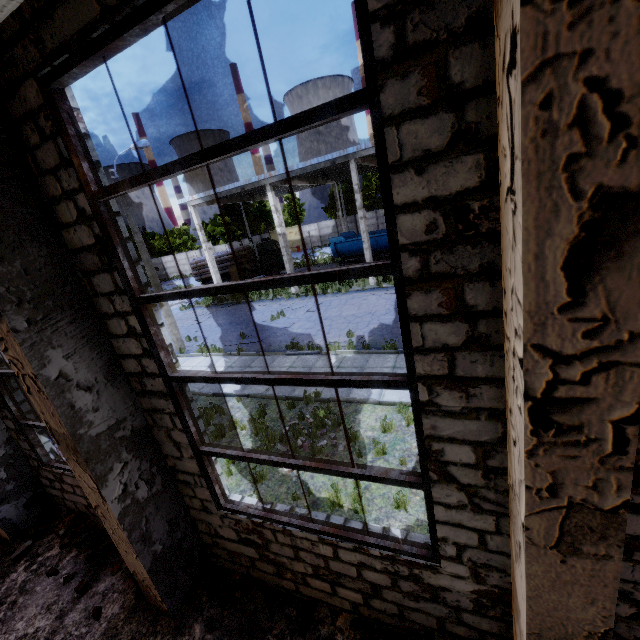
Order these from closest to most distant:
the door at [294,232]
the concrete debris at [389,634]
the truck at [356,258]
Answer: the concrete debris at [389,634]
the truck at [356,258]
the door at [294,232]

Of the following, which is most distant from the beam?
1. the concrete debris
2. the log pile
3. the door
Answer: the door

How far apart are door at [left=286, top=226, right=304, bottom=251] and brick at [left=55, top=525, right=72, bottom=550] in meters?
47.6

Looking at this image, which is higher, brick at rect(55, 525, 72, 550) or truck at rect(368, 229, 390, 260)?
truck at rect(368, 229, 390, 260)

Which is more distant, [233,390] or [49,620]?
[233,390]

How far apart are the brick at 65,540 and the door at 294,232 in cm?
4760

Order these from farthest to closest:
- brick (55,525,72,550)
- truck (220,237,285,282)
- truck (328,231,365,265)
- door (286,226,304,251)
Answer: door (286,226,304,251)
truck (220,237,285,282)
truck (328,231,365,265)
brick (55,525,72,550)

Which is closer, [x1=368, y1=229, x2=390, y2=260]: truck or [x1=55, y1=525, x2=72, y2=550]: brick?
[x1=55, y1=525, x2=72, y2=550]: brick
